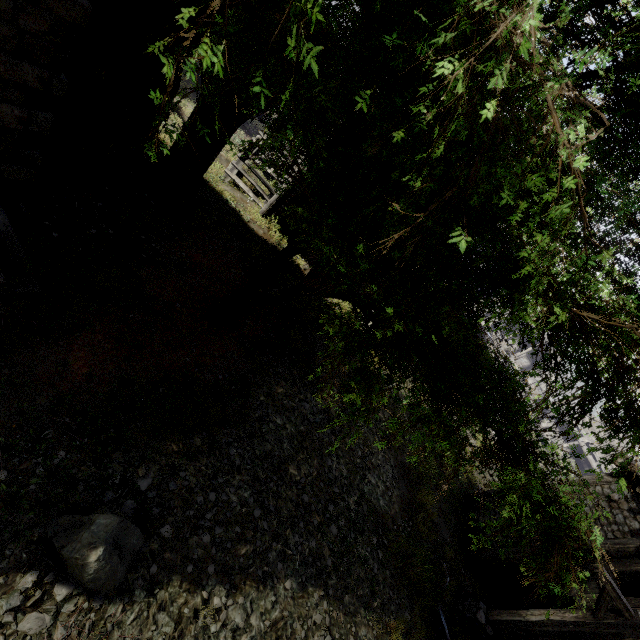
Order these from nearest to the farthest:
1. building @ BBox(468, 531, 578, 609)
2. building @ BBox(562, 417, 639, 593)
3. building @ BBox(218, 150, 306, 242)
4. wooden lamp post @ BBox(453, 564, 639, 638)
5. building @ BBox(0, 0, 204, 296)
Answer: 1. building @ BBox(0, 0, 204, 296)
2. wooden lamp post @ BBox(453, 564, 639, 638)
3. building @ BBox(562, 417, 639, 593)
4. building @ BBox(468, 531, 578, 609)
5. building @ BBox(218, 150, 306, 242)

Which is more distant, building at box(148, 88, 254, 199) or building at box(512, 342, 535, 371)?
building at box(512, 342, 535, 371)

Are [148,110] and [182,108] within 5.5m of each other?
yes

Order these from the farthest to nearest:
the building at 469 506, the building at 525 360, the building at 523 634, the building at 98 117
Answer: the building at 525 360
the building at 469 506
the building at 523 634
the building at 98 117

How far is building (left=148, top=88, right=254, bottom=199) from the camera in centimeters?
873cm

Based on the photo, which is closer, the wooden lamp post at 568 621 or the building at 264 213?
the wooden lamp post at 568 621
